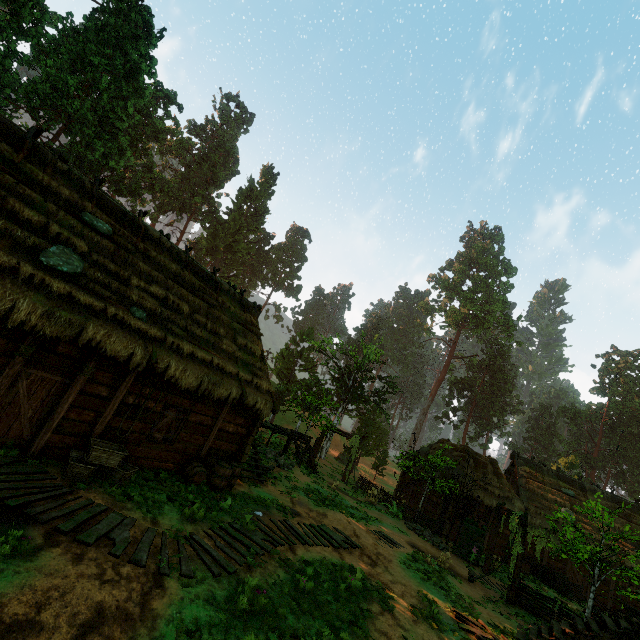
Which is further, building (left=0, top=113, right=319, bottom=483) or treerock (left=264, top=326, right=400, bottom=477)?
treerock (left=264, top=326, right=400, bottom=477)

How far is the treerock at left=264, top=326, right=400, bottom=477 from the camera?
26.0 meters

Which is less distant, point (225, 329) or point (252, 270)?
point (225, 329)

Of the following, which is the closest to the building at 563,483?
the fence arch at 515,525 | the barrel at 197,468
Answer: the barrel at 197,468

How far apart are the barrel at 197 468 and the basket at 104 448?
1.90m

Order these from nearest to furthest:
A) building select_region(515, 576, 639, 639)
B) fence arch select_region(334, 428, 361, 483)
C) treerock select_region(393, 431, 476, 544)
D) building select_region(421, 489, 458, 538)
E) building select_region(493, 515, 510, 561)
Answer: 1. building select_region(515, 576, 639, 639)
2. treerock select_region(393, 431, 476, 544)
3. building select_region(421, 489, 458, 538)
4. building select_region(493, 515, 510, 561)
5. fence arch select_region(334, 428, 361, 483)

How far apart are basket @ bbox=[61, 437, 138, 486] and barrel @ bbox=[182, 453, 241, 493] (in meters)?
1.90

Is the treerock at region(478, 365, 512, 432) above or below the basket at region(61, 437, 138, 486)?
above
